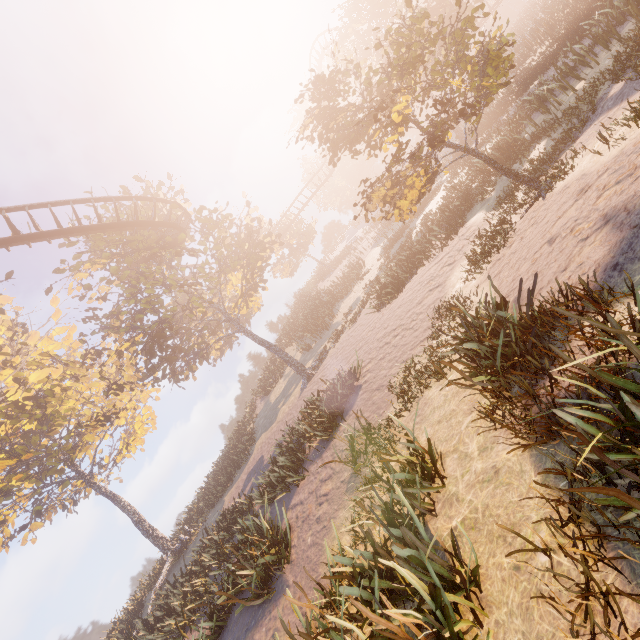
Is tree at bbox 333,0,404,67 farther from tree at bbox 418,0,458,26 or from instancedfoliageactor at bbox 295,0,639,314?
instancedfoliageactor at bbox 295,0,639,314

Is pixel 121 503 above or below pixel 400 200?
above

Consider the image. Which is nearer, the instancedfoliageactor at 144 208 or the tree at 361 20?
the instancedfoliageactor at 144 208

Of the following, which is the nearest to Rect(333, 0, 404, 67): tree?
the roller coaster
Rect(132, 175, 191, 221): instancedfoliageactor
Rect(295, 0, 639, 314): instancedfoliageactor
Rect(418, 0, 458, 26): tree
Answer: Rect(418, 0, 458, 26): tree

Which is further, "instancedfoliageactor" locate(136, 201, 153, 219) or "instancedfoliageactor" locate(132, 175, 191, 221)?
"instancedfoliageactor" locate(132, 175, 191, 221)

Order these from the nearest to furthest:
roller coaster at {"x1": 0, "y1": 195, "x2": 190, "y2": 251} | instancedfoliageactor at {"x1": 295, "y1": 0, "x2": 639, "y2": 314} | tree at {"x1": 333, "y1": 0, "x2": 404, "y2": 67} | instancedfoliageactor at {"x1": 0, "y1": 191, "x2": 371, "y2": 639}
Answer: instancedfoliageactor at {"x1": 295, "y1": 0, "x2": 639, "y2": 314} → instancedfoliageactor at {"x1": 0, "y1": 191, "x2": 371, "y2": 639} → roller coaster at {"x1": 0, "y1": 195, "x2": 190, "y2": 251} → tree at {"x1": 333, "y1": 0, "x2": 404, "y2": 67}

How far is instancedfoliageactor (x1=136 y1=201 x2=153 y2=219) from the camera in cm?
2022

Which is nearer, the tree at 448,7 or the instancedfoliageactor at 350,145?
the instancedfoliageactor at 350,145
